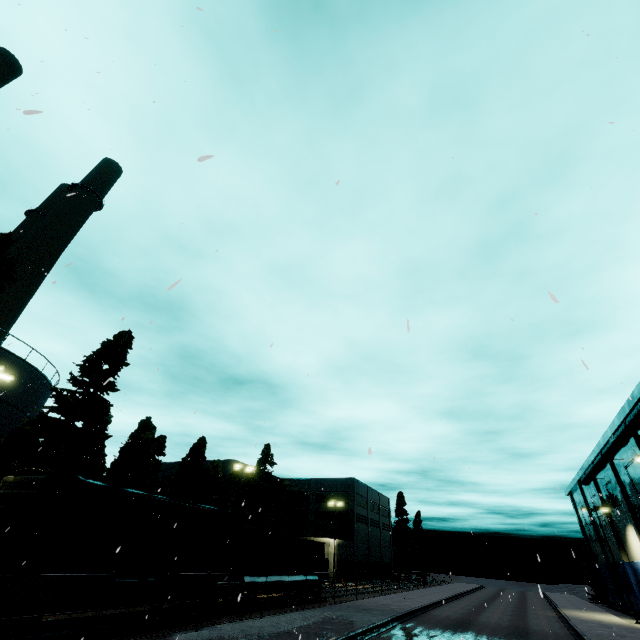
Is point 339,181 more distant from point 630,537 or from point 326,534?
point 326,534

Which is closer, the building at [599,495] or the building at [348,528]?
the building at [599,495]

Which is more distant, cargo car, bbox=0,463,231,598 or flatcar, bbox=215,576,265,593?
flatcar, bbox=215,576,265,593

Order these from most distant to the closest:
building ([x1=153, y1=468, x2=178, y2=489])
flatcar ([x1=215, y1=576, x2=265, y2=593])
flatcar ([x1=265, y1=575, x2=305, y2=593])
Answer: building ([x1=153, y1=468, x2=178, y2=489]) < flatcar ([x1=265, y1=575, x2=305, y2=593]) < flatcar ([x1=215, y1=576, x2=265, y2=593])

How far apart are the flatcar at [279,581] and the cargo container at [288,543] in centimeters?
2cm

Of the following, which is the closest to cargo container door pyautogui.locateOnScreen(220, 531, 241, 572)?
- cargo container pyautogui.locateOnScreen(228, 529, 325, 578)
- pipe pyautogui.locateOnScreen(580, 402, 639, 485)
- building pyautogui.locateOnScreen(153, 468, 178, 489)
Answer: cargo container pyautogui.locateOnScreen(228, 529, 325, 578)

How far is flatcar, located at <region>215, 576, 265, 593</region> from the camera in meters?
18.3

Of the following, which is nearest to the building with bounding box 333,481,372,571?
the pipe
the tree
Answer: the pipe
